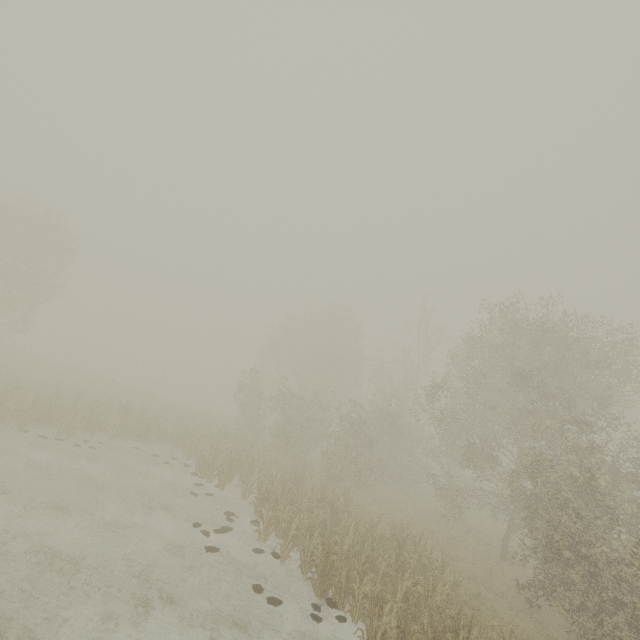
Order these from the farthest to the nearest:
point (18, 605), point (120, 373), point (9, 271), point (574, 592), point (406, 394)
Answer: point (120, 373) < point (9, 271) < point (406, 394) < point (574, 592) < point (18, 605)
